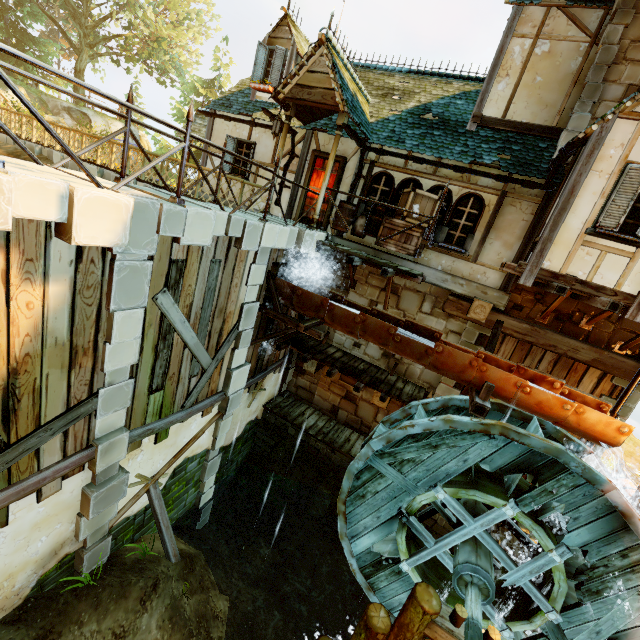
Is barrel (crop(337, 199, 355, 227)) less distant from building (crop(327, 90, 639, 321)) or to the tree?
building (crop(327, 90, 639, 321))

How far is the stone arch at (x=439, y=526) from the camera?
9.2m

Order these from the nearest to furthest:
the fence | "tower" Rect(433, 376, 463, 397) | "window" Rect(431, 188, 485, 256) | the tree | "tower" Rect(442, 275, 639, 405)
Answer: the fence < "tower" Rect(442, 275, 639, 405) < "window" Rect(431, 188, 485, 256) < "tower" Rect(433, 376, 463, 397) < the tree

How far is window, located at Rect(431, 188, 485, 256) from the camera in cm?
837

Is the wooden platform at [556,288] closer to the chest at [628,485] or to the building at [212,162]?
the building at [212,162]

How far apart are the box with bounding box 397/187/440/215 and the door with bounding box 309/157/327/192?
2.2m

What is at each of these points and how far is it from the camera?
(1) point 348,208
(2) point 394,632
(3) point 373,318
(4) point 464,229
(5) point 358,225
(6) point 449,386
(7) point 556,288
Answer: (1) barrel, 9.0 meters
(2) piling, 6.2 meters
(3) drain, 7.3 meters
(4) window, 8.6 meters
(5) bag, 9.3 meters
(6) tower, 9.5 meters
(7) wooden platform, 6.3 meters

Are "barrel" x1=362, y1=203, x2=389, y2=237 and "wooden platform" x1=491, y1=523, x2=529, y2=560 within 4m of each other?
no
